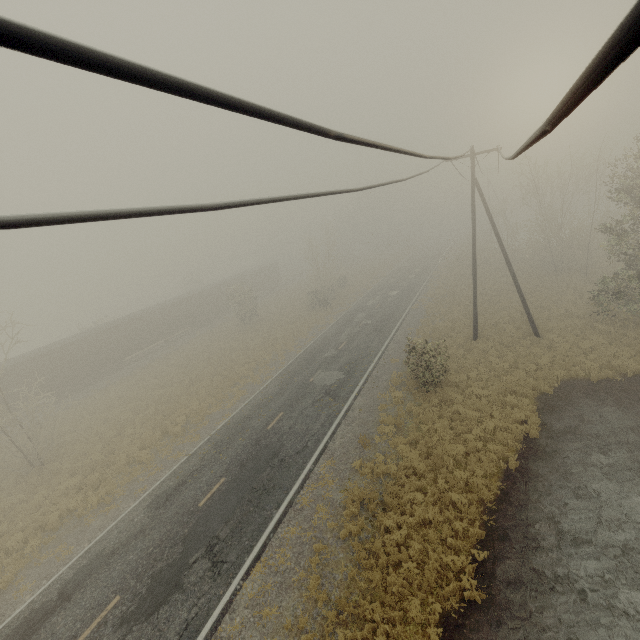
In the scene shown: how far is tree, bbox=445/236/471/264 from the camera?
44.92m

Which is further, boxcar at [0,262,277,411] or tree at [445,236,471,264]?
tree at [445,236,471,264]

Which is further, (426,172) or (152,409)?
(152,409)

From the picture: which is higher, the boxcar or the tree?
the boxcar

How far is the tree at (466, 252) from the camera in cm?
4492

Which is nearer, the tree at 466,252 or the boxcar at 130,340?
the boxcar at 130,340
